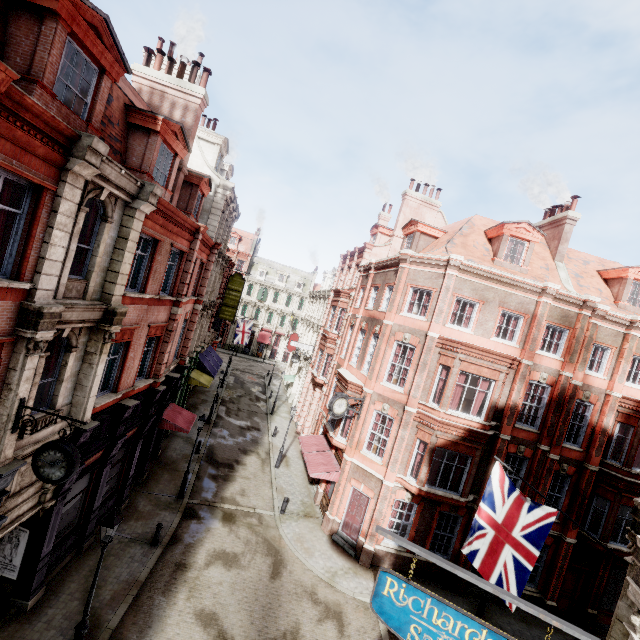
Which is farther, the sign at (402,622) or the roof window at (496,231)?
the roof window at (496,231)

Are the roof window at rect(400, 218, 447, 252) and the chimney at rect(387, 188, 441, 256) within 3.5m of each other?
yes

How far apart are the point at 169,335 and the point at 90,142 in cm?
944

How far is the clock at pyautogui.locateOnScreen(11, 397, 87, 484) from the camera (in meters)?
7.62

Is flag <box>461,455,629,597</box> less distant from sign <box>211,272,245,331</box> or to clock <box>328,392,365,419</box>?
clock <box>328,392,365,419</box>

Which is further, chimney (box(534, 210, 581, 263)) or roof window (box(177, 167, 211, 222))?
chimney (box(534, 210, 581, 263))

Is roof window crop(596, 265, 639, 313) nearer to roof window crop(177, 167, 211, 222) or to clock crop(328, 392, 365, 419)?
clock crop(328, 392, 365, 419)

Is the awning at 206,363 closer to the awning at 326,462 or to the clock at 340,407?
the awning at 326,462
